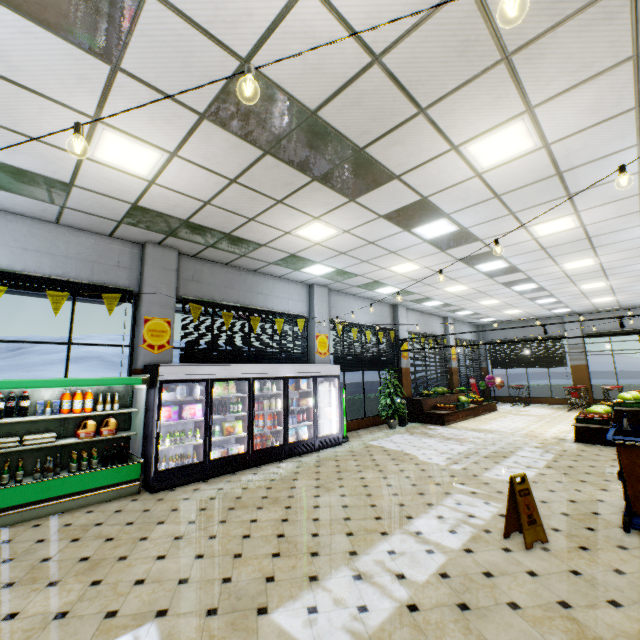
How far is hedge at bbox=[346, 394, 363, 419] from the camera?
11.7 meters

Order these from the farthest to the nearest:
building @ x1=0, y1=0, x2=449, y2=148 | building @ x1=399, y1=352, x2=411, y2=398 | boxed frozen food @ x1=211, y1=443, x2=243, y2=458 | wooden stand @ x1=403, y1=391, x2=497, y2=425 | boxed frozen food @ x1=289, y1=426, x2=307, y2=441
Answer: building @ x1=399, y1=352, x2=411, y2=398 → wooden stand @ x1=403, y1=391, x2=497, y2=425 → boxed frozen food @ x1=289, y1=426, x2=307, y2=441 → boxed frozen food @ x1=211, y1=443, x2=243, y2=458 → building @ x1=0, y1=0, x2=449, y2=148

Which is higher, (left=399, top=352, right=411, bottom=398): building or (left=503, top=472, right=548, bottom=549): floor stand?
(left=399, top=352, right=411, bottom=398): building

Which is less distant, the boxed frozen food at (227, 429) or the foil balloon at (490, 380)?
the boxed frozen food at (227, 429)

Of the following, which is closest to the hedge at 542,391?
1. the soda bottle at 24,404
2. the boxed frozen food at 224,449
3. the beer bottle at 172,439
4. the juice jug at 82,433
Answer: the boxed frozen food at 224,449

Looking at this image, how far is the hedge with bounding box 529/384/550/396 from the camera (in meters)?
18.67

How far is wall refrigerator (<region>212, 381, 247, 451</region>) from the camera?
6.97m

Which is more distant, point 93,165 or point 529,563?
point 93,165
